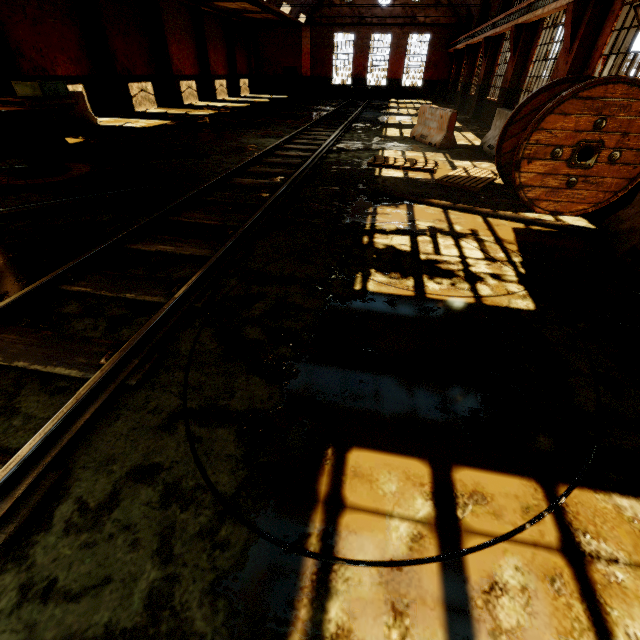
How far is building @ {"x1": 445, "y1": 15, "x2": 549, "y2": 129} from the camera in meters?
11.7

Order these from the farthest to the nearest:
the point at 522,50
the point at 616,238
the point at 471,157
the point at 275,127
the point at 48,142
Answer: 1. the point at 275,127
2. the point at 522,50
3. the point at 471,157
4. the point at 48,142
5. the point at 616,238

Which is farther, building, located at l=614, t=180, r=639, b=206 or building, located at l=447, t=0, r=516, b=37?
building, located at l=447, t=0, r=516, b=37

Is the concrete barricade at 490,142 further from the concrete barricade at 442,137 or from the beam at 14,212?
the beam at 14,212

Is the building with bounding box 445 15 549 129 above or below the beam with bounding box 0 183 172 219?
above

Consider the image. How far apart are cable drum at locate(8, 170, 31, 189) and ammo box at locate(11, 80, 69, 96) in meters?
0.4

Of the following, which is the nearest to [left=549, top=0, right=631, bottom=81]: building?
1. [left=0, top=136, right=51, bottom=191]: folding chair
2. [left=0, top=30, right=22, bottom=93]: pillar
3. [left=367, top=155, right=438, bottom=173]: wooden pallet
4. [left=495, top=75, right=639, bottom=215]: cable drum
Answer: [left=495, top=75, right=639, bottom=215]: cable drum

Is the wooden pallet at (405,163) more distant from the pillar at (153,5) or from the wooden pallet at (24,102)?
the pillar at (153,5)
